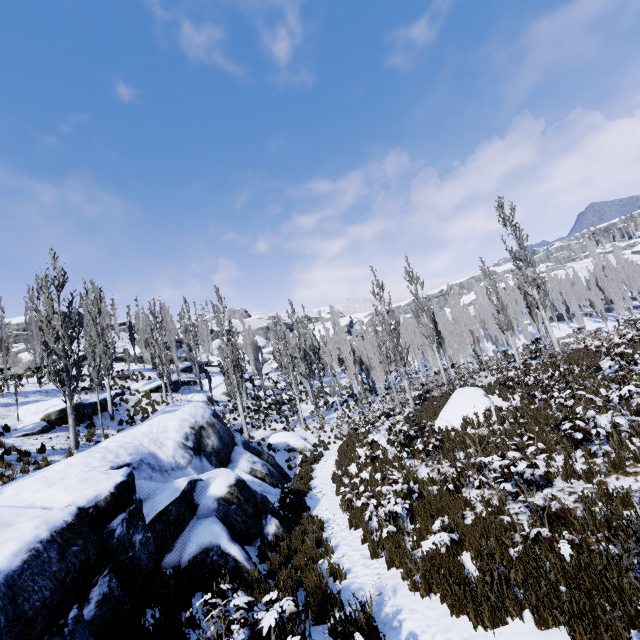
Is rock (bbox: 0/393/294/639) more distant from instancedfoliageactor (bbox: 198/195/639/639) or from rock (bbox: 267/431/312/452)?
rock (bbox: 267/431/312/452)

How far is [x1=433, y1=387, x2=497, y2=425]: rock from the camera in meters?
14.3 m

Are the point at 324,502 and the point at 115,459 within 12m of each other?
yes

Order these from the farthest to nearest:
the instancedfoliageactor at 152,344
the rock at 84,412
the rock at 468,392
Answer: the instancedfoliageactor at 152,344, the rock at 84,412, the rock at 468,392

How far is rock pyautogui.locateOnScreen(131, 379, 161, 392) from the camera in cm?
2789

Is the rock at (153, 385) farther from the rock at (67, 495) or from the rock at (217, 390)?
the rock at (67, 495)

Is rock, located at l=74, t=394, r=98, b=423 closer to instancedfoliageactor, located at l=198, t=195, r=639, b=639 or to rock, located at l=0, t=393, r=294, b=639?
instancedfoliageactor, located at l=198, t=195, r=639, b=639

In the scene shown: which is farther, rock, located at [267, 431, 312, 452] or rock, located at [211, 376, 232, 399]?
rock, located at [211, 376, 232, 399]
